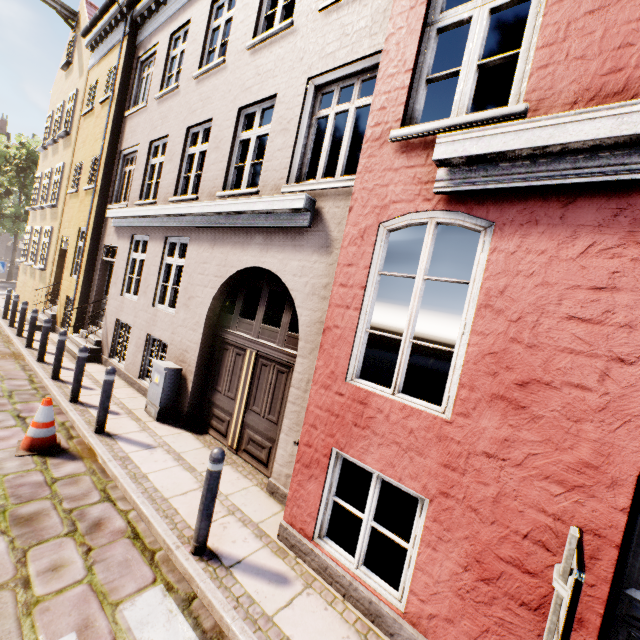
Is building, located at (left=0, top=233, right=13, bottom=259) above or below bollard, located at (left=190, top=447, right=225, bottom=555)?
above

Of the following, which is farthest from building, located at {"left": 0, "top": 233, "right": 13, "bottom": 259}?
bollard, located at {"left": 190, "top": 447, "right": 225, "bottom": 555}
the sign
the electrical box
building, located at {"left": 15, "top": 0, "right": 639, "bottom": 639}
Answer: the sign

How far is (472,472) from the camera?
2.65m

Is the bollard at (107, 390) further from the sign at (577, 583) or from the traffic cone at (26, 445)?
the sign at (577, 583)

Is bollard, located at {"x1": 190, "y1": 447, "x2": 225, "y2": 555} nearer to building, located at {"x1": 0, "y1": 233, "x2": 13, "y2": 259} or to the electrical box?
the electrical box

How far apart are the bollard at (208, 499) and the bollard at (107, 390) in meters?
3.0

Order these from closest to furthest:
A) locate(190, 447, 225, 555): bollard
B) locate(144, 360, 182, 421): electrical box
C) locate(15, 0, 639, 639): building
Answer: locate(15, 0, 639, 639): building < locate(190, 447, 225, 555): bollard < locate(144, 360, 182, 421): electrical box

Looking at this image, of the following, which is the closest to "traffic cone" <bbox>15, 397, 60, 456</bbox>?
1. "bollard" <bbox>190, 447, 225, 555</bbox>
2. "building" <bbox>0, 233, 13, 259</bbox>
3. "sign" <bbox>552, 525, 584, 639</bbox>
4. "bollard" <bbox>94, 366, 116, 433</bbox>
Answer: "bollard" <bbox>94, 366, 116, 433</bbox>
